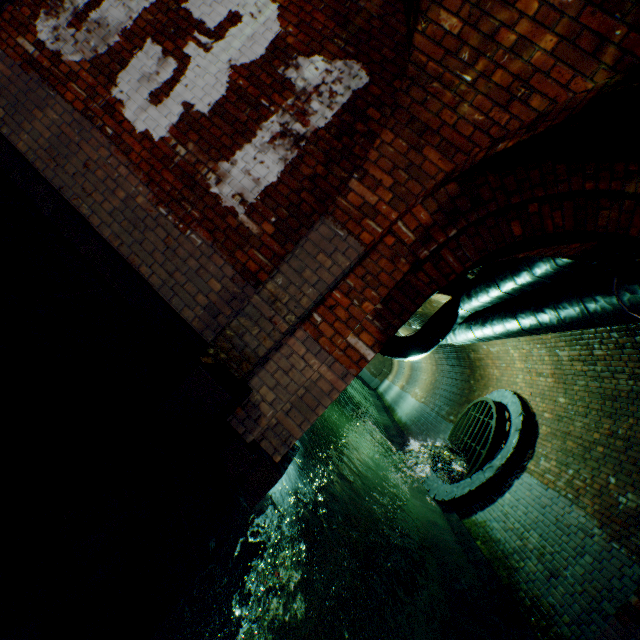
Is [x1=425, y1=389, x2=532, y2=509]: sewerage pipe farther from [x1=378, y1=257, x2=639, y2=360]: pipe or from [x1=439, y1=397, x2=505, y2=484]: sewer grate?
[x1=378, y1=257, x2=639, y2=360]: pipe

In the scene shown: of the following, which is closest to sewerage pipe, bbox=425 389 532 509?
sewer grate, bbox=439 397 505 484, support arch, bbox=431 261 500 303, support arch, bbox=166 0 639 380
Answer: sewer grate, bbox=439 397 505 484

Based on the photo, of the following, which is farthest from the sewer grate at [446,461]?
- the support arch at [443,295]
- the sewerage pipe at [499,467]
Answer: the support arch at [443,295]

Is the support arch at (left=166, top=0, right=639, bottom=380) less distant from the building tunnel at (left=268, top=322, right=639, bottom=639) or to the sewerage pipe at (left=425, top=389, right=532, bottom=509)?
the building tunnel at (left=268, top=322, right=639, bottom=639)

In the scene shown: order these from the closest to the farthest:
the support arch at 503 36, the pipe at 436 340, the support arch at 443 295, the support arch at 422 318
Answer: the support arch at 503 36
the pipe at 436 340
the support arch at 443 295
the support arch at 422 318

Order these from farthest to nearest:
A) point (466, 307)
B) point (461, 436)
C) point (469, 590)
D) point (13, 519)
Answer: point (461, 436) < point (466, 307) < point (469, 590) < point (13, 519)

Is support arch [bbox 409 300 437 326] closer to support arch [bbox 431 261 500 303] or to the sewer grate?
support arch [bbox 431 261 500 303]

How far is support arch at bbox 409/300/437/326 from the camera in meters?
11.1
